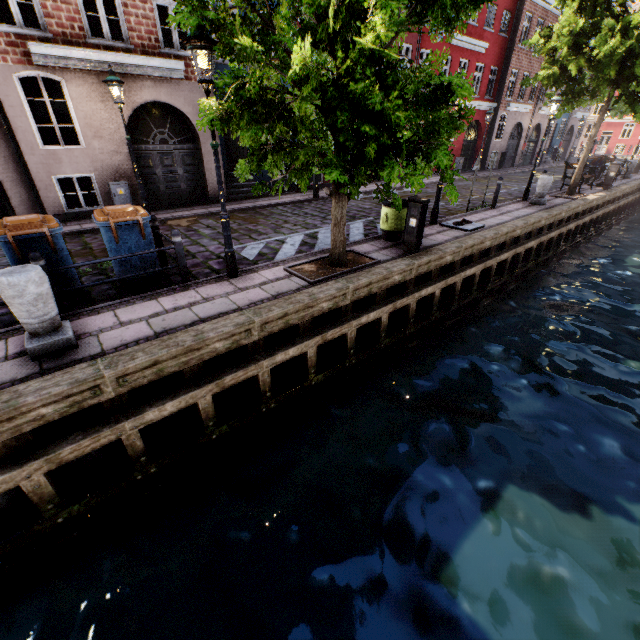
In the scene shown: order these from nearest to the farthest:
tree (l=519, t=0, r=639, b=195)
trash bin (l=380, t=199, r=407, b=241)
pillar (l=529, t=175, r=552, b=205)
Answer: trash bin (l=380, t=199, r=407, b=241) < tree (l=519, t=0, r=639, b=195) < pillar (l=529, t=175, r=552, b=205)

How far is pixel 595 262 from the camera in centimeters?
1439cm

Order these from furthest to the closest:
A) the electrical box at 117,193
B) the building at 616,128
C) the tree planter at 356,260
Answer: the building at 616,128
the electrical box at 117,193
the tree planter at 356,260

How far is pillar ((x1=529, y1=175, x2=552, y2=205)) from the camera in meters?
12.8 m

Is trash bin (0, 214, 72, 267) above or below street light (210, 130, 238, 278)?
above

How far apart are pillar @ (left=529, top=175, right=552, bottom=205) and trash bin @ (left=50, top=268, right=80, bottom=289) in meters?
15.7 m

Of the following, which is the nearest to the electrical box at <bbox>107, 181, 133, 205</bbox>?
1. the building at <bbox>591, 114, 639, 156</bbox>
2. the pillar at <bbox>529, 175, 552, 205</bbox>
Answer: the pillar at <bbox>529, 175, 552, 205</bbox>

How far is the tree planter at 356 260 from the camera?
6.4m
